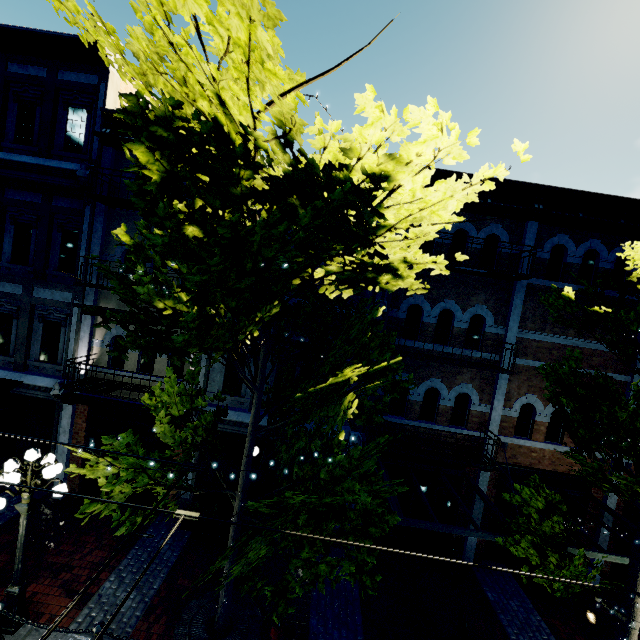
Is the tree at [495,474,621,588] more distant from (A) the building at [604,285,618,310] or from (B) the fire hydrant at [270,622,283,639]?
(B) the fire hydrant at [270,622,283,639]

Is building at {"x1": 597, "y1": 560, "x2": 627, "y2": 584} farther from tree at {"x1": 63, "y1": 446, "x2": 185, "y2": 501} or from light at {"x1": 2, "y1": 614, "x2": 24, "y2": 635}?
light at {"x1": 2, "y1": 614, "x2": 24, "y2": 635}

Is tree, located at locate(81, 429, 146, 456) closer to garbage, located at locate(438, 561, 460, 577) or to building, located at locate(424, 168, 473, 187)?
building, located at locate(424, 168, 473, 187)

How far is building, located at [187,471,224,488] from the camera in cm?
1022

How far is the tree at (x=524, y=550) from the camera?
5.87m

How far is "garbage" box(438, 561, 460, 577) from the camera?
9.5 meters

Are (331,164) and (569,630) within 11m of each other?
no

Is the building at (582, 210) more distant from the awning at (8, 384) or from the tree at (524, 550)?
the awning at (8, 384)
